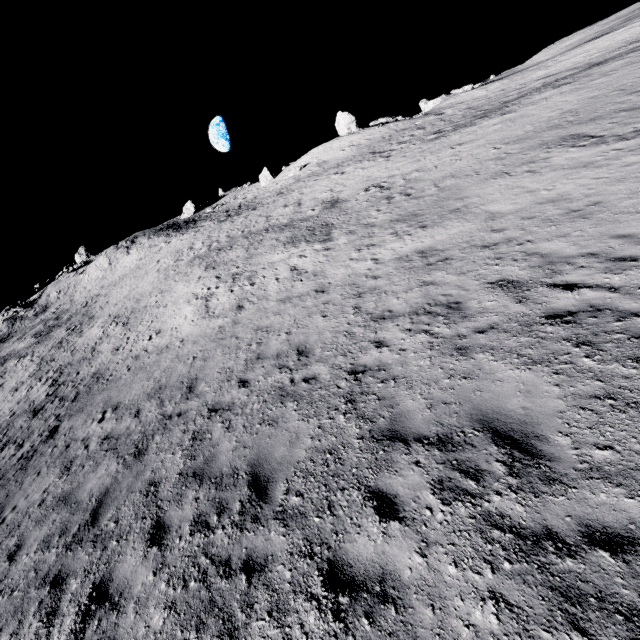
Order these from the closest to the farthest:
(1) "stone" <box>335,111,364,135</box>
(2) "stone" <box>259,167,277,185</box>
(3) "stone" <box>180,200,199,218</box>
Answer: (1) "stone" <box>335,111,364,135</box>
(2) "stone" <box>259,167,277,185</box>
(3) "stone" <box>180,200,199,218</box>

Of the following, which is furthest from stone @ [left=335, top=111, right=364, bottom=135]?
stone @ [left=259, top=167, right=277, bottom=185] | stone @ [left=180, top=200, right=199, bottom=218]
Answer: stone @ [left=180, top=200, right=199, bottom=218]

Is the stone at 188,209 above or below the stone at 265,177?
above

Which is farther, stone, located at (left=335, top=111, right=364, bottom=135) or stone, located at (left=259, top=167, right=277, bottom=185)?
stone, located at (left=259, top=167, right=277, bottom=185)

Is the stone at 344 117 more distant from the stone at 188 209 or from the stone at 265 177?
the stone at 188 209

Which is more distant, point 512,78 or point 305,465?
point 512,78

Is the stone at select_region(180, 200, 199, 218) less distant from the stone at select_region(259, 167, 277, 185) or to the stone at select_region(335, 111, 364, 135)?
the stone at select_region(259, 167, 277, 185)

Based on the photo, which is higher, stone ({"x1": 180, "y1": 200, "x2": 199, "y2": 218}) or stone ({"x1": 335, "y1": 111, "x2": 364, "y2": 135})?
stone ({"x1": 180, "y1": 200, "x2": 199, "y2": 218})
